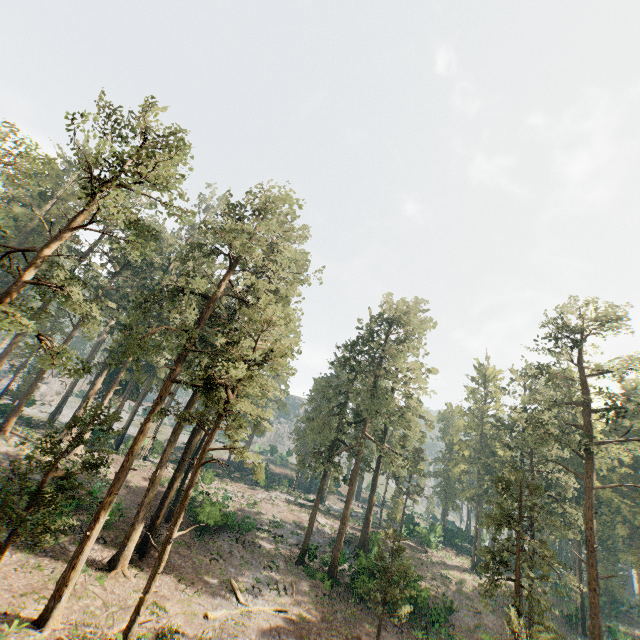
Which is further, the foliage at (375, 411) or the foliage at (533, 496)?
the foliage at (375, 411)

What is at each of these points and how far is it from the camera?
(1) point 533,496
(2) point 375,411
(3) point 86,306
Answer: (1) foliage, 31.1 meters
(2) foliage, 33.9 meters
(3) foliage, 34.2 meters

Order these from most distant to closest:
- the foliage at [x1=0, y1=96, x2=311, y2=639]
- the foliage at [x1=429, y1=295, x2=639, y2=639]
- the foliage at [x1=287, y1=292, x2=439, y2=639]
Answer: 1. the foliage at [x1=287, y1=292, x2=439, y2=639]
2. the foliage at [x1=429, y1=295, x2=639, y2=639]
3. the foliage at [x1=0, y1=96, x2=311, y2=639]

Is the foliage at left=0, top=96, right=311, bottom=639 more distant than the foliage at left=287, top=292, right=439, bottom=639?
No
